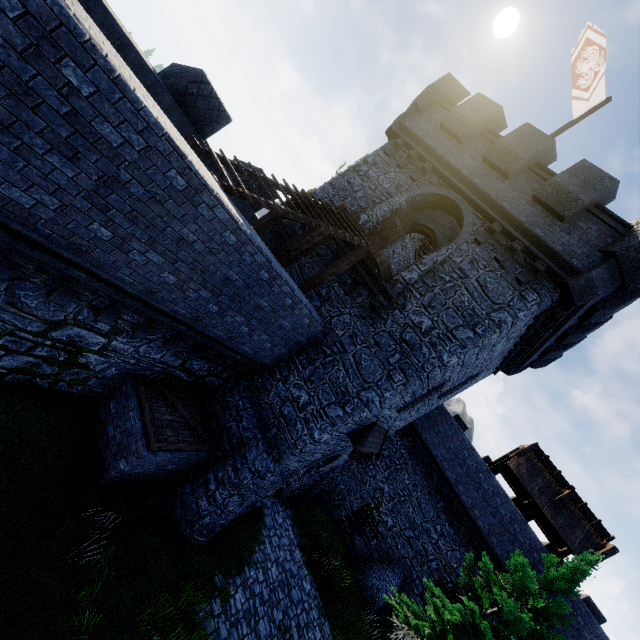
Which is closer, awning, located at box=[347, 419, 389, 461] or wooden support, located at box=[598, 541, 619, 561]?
awning, located at box=[347, 419, 389, 461]

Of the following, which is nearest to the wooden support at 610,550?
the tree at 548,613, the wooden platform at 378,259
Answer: the tree at 548,613

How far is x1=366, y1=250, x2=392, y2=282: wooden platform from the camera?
10.4m

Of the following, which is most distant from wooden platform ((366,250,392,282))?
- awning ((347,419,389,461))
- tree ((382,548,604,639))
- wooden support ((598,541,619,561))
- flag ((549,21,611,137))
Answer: wooden support ((598,541,619,561))

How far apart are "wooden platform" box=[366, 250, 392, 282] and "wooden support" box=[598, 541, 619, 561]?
20.2 meters

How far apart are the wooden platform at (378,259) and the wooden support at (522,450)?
16.67m

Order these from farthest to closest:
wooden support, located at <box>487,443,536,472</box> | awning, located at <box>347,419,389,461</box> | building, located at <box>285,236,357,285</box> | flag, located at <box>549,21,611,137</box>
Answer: wooden support, located at <box>487,443,536,472</box> → building, located at <box>285,236,357,285</box> → awning, located at <box>347,419,389,461</box> → flag, located at <box>549,21,611,137</box>

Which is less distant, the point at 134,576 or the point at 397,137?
the point at 134,576
